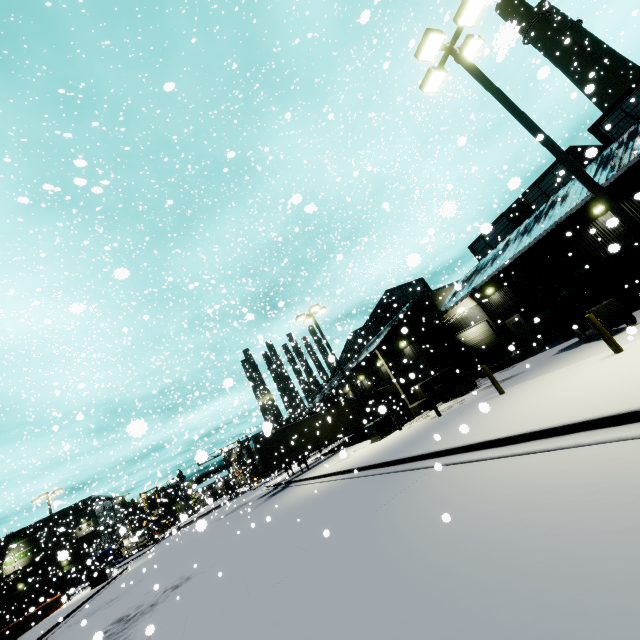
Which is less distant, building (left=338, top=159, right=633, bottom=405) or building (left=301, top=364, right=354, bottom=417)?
building (left=338, top=159, right=633, bottom=405)

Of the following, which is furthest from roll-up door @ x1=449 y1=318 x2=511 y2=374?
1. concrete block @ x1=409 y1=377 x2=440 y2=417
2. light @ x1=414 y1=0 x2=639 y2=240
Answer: light @ x1=414 y1=0 x2=639 y2=240

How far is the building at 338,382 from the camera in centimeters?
3092cm

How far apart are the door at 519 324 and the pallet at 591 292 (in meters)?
5.04

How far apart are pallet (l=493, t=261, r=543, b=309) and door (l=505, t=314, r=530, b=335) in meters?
5.0

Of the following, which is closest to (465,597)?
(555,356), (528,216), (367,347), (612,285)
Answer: (555,356)

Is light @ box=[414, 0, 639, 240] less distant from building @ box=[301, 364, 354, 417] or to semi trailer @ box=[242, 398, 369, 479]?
semi trailer @ box=[242, 398, 369, 479]

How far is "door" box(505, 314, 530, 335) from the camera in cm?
A: 2600
